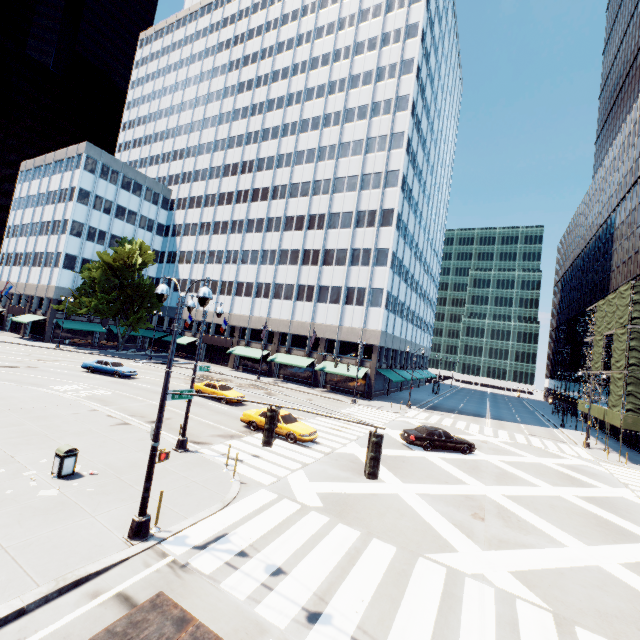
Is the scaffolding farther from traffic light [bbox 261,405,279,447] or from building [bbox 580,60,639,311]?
traffic light [bbox 261,405,279,447]

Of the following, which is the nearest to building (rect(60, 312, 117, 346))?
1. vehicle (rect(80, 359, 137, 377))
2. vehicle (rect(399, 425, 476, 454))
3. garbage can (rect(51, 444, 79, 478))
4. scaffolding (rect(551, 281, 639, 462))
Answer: vehicle (rect(399, 425, 476, 454))

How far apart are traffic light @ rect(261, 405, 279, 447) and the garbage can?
8.7m

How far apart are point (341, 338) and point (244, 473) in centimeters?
3060cm

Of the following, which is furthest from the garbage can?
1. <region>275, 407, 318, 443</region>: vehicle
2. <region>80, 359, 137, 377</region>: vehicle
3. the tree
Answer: <region>80, 359, 137, 377</region>: vehicle

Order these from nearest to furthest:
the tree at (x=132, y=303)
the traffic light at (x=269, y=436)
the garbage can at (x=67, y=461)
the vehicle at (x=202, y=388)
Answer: the traffic light at (x=269, y=436), the garbage can at (x=67, y=461), the vehicle at (x=202, y=388), the tree at (x=132, y=303)

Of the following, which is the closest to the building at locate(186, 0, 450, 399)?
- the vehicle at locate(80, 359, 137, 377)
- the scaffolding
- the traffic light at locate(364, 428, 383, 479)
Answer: the vehicle at locate(80, 359, 137, 377)

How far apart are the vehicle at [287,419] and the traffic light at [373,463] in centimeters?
1317cm
